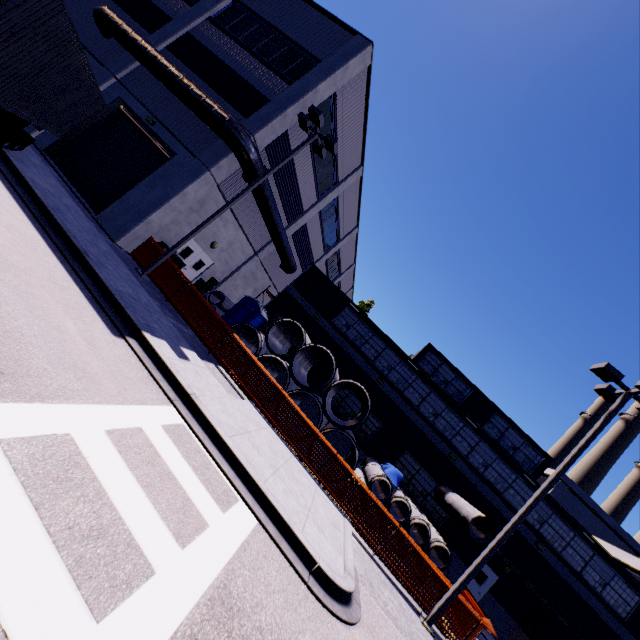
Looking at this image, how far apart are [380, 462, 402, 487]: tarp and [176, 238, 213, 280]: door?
14.56m

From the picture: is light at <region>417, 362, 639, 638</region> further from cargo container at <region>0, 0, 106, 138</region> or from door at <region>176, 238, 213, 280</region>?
door at <region>176, 238, 213, 280</region>

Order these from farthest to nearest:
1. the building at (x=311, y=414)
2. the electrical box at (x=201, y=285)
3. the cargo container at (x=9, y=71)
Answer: the building at (x=311, y=414) < the electrical box at (x=201, y=285) < the cargo container at (x=9, y=71)

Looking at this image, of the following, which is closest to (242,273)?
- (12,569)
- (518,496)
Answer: (12,569)

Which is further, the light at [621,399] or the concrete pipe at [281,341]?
the concrete pipe at [281,341]

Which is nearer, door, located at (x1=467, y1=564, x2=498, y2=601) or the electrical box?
door, located at (x1=467, y1=564, x2=498, y2=601)

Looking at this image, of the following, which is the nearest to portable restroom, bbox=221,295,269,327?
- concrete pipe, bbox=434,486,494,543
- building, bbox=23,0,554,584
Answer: building, bbox=23,0,554,584

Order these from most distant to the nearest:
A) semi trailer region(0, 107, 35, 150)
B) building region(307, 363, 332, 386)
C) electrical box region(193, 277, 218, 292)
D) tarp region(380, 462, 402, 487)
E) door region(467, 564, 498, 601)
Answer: building region(307, 363, 332, 386) < electrical box region(193, 277, 218, 292) < door region(467, 564, 498, 601) < tarp region(380, 462, 402, 487) < semi trailer region(0, 107, 35, 150)
